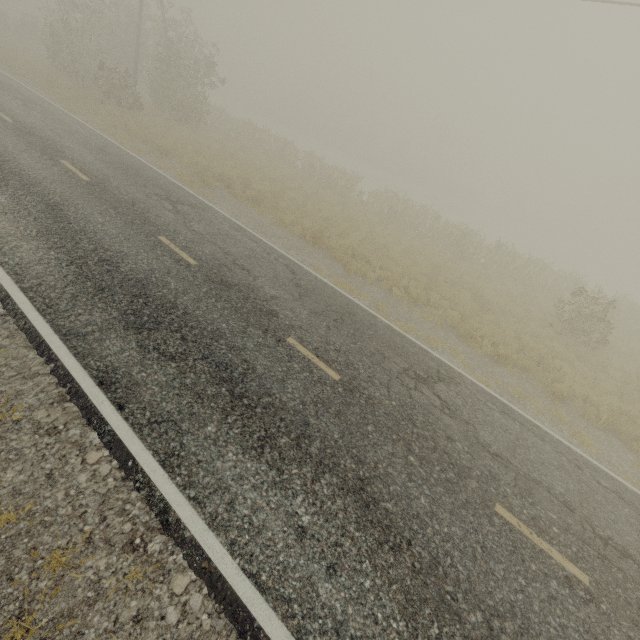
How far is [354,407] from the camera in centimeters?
624cm
